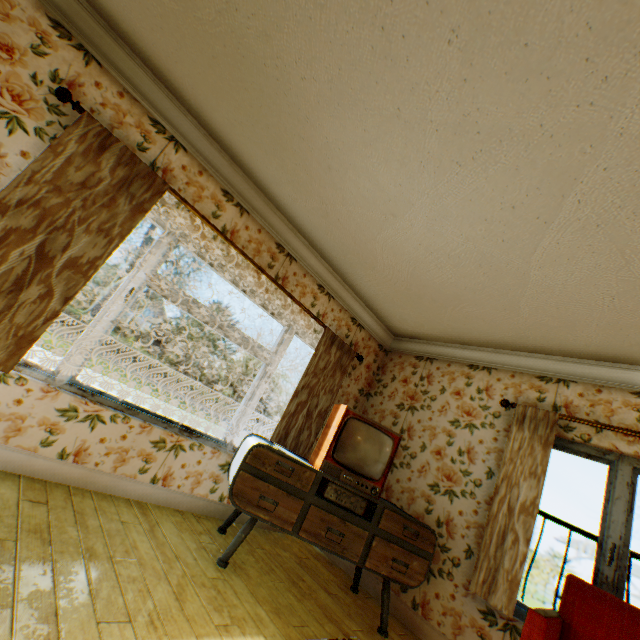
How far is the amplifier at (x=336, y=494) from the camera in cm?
293

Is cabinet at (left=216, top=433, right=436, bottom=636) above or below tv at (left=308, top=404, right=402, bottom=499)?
below

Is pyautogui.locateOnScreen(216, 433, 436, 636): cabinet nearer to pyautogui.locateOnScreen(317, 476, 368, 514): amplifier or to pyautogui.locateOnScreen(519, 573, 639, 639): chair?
pyautogui.locateOnScreen(317, 476, 368, 514): amplifier

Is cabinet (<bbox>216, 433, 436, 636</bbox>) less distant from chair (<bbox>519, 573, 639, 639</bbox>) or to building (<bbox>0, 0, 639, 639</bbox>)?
building (<bbox>0, 0, 639, 639</bbox>)

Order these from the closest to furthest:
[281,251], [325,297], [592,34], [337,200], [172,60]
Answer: [592,34] < [172,60] < [337,200] < [281,251] < [325,297]

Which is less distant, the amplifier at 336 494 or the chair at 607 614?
the chair at 607 614

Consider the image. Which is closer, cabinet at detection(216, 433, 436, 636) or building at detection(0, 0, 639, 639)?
building at detection(0, 0, 639, 639)

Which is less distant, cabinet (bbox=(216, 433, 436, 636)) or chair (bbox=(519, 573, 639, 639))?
chair (bbox=(519, 573, 639, 639))
